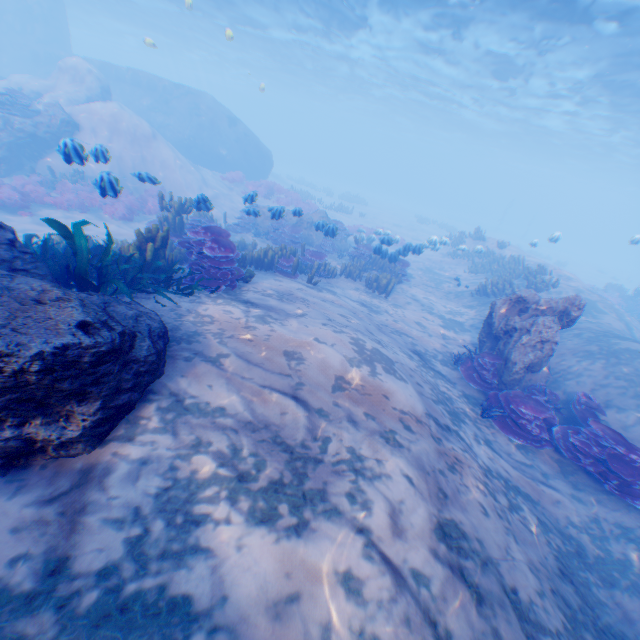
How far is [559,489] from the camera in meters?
6.1

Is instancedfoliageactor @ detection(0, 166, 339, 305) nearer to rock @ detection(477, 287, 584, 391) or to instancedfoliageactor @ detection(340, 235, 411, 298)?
rock @ detection(477, 287, 584, 391)

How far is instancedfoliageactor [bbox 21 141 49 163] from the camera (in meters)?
15.23

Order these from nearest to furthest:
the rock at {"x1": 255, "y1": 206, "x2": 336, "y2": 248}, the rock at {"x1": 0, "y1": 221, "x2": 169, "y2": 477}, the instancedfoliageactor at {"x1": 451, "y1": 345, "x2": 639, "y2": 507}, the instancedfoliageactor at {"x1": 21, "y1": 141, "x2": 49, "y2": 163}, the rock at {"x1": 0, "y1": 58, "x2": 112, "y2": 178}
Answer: the rock at {"x1": 0, "y1": 221, "x2": 169, "y2": 477} < the instancedfoliageactor at {"x1": 451, "y1": 345, "x2": 639, "y2": 507} < the rock at {"x1": 255, "y1": 206, "x2": 336, "y2": 248} < the rock at {"x1": 0, "y1": 58, "x2": 112, "y2": 178} < the instancedfoliageactor at {"x1": 21, "y1": 141, "x2": 49, "y2": 163}

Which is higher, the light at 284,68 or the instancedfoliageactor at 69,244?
the light at 284,68

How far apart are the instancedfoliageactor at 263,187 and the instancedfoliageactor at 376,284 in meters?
11.7

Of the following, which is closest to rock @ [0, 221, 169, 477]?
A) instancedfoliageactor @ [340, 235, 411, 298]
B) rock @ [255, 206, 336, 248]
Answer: rock @ [255, 206, 336, 248]

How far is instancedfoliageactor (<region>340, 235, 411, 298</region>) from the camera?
13.2 meters
